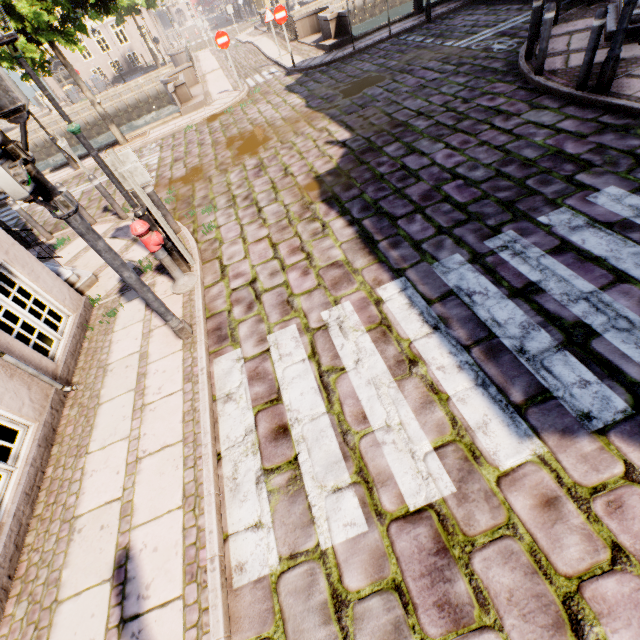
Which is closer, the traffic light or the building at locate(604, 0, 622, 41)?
the traffic light

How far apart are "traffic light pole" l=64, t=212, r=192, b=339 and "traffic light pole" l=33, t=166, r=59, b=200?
0.2 meters

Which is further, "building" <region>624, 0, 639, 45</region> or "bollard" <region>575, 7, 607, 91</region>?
"building" <region>624, 0, 639, 45</region>

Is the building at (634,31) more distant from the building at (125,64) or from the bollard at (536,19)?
the building at (125,64)

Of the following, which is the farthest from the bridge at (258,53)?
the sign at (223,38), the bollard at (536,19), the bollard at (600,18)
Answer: the bollard at (600,18)

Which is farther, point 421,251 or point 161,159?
point 161,159

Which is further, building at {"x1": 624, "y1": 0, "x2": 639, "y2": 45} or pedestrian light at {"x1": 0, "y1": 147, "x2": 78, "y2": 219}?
building at {"x1": 624, "y1": 0, "x2": 639, "y2": 45}

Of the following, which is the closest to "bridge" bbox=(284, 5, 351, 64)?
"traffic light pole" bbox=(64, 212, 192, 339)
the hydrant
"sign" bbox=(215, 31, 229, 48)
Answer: "sign" bbox=(215, 31, 229, 48)
